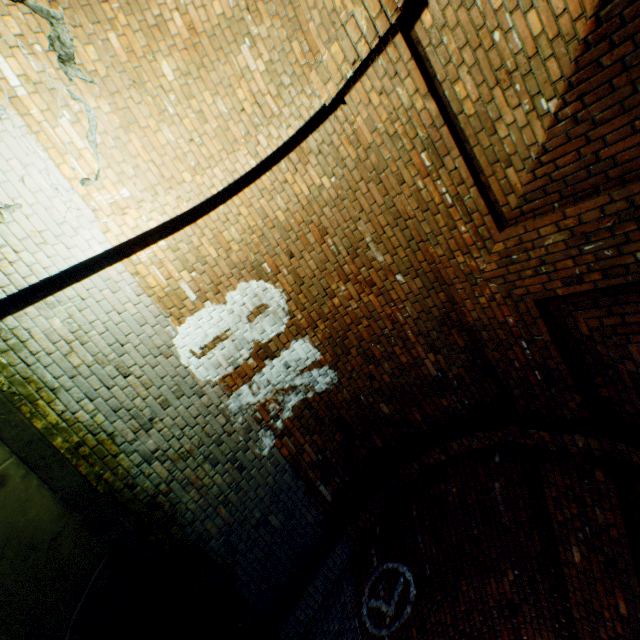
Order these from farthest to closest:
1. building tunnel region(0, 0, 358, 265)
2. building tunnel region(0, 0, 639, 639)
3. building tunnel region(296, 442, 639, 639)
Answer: building tunnel region(296, 442, 639, 639) < building tunnel region(0, 0, 358, 265) < building tunnel region(0, 0, 639, 639)

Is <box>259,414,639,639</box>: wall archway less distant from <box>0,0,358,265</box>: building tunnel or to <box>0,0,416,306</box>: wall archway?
<box>0,0,358,265</box>: building tunnel

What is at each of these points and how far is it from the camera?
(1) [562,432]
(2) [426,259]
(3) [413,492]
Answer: (1) wall archway, 3.9 meters
(2) building tunnel, 4.0 meters
(3) building tunnel, 5.2 meters

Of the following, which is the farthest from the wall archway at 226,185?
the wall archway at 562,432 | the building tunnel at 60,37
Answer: the wall archway at 562,432

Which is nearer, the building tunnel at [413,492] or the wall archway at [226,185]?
the wall archway at [226,185]

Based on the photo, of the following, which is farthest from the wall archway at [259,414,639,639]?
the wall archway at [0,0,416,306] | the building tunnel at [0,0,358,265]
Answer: the wall archway at [0,0,416,306]
